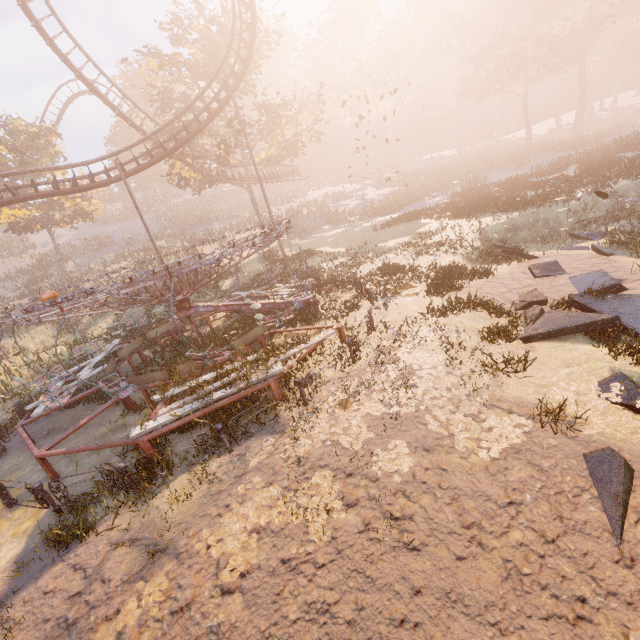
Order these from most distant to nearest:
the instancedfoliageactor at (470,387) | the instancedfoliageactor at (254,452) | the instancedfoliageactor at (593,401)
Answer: the instancedfoliageactor at (254,452)
the instancedfoliageactor at (470,387)
the instancedfoliageactor at (593,401)

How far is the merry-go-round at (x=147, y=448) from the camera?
6.8 meters

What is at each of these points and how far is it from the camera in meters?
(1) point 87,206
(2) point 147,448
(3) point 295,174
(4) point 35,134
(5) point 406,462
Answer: (1) tree, 35.4 m
(2) merry-go-round, 7.3 m
(3) roller coaster, 40.9 m
(4) tree, 29.9 m
(5) instancedfoliageactor, 5.4 m

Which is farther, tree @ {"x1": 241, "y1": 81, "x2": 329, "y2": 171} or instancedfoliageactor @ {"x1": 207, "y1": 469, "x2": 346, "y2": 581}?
tree @ {"x1": 241, "y1": 81, "x2": 329, "y2": 171}

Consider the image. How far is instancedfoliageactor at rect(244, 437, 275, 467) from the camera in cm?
647

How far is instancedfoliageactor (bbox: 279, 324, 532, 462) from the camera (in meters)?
5.85

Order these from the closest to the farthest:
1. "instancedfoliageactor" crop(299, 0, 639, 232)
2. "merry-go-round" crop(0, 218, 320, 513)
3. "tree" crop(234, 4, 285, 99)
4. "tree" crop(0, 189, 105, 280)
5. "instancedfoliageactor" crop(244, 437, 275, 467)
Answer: "instancedfoliageactor" crop(244, 437, 275, 467) → "merry-go-round" crop(0, 218, 320, 513) → "instancedfoliageactor" crop(299, 0, 639, 232) → "tree" crop(234, 4, 285, 99) → "tree" crop(0, 189, 105, 280)

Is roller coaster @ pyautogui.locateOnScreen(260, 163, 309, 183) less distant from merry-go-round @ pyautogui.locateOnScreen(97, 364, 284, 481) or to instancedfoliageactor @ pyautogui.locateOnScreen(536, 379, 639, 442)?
merry-go-round @ pyautogui.locateOnScreen(97, 364, 284, 481)
